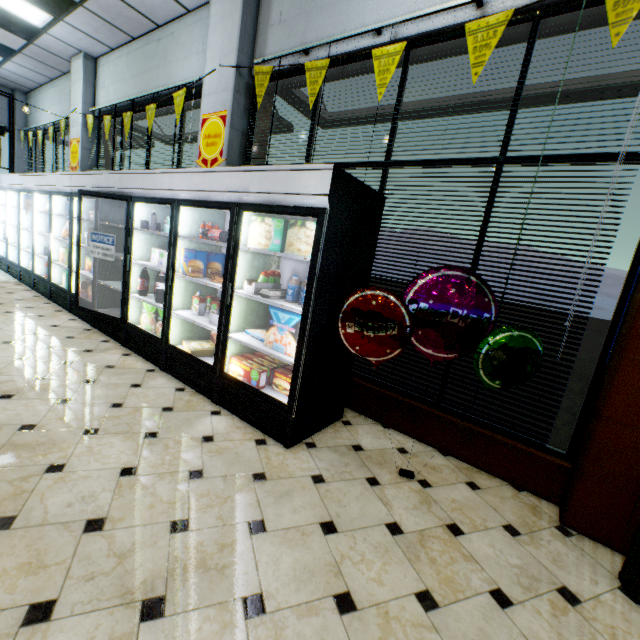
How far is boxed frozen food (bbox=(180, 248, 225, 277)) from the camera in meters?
3.5

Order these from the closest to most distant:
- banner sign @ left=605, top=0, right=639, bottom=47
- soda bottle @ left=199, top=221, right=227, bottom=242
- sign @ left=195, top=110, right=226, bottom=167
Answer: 1. banner sign @ left=605, top=0, right=639, bottom=47
2. soda bottle @ left=199, top=221, right=227, bottom=242
3. sign @ left=195, top=110, right=226, bottom=167

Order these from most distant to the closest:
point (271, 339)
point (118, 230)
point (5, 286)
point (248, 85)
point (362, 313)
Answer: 1. point (5, 286)
2. point (118, 230)
3. point (248, 85)
4. point (271, 339)
5. point (362, 313)

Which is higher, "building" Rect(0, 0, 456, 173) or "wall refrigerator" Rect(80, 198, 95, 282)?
"building" Rect(0, 0, 456, 173)

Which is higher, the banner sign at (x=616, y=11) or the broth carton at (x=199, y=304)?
the banner sign at (x=616, y=11)

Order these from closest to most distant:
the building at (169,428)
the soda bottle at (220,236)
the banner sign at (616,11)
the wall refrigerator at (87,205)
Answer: the building at (169,428) → the banner sign at (616,11) → the soda bottle at (220,236) → the wall refrigerator at (87,205)

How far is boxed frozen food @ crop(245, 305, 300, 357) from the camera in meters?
2.8 m

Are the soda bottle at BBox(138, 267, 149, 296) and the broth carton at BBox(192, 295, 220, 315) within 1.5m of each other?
yes
